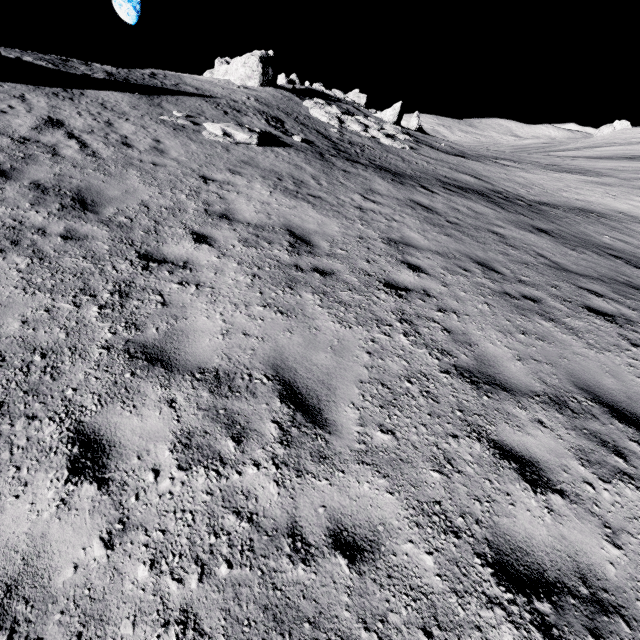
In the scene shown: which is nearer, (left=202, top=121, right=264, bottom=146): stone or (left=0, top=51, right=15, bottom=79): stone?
(left=0, top=51, right=15, bottom=79): stone

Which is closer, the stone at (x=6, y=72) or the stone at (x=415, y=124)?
the stone at (x=6, y=72)

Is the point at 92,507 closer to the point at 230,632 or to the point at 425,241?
the point at 230,632

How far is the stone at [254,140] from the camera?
11.3 meters

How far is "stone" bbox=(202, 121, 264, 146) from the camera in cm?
1126

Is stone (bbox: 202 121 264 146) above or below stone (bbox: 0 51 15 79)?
below

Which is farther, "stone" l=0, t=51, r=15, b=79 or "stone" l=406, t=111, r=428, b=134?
"stone" l=406, t=111, r=428, b=134

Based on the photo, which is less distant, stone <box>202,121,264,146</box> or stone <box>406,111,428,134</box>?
stone <box>202,121,264,146</box>
